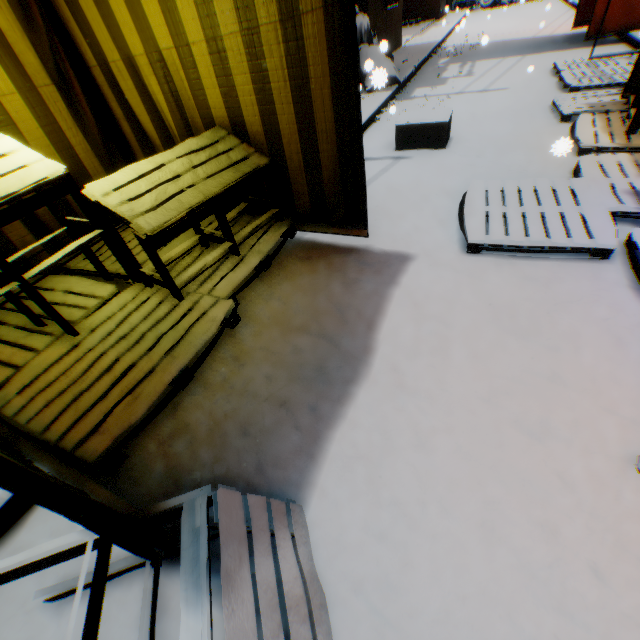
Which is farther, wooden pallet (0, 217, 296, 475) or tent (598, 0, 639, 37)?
tent (598, 0, 639, 37)

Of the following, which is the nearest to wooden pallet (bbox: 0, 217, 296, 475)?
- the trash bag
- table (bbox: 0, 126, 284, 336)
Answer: table (bbox: 0, 126, 284, 336)

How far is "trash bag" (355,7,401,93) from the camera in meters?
3.5 m

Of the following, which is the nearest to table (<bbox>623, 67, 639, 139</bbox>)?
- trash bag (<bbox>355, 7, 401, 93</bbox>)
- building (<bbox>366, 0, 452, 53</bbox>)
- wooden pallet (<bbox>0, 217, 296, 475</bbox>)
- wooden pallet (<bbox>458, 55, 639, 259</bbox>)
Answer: wooden pallet (<bbox>458, 55, 639, 259</bbox>)

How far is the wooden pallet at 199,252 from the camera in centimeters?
268cm

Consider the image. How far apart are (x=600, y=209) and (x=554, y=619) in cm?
298

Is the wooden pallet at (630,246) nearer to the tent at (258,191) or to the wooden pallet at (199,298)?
the tent at (258,191)

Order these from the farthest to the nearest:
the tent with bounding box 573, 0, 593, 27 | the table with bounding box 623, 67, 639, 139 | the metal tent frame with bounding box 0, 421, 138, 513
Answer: the tent with bounding box 573, 0, 593, 27 < the table with bounding box 623, 67, 639, 139 < the metal tent frame with bounding box 0, 421, 138, 513
